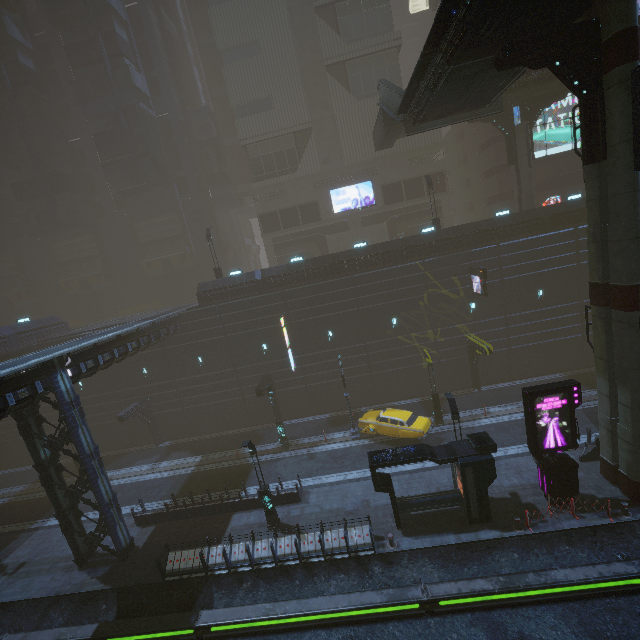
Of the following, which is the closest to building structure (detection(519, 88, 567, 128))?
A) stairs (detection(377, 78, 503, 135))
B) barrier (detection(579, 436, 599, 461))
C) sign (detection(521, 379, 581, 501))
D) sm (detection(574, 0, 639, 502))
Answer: stairs (detection(377, 78, 503, 135))

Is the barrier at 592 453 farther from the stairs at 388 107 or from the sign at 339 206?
Answer: the sign at 339 206

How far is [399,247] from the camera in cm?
2703

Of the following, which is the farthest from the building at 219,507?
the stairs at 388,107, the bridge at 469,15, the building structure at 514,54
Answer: the building structure at 514,54

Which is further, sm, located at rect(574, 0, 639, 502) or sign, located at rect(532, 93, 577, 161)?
sign, located at rect(532, 93, 577, 161)

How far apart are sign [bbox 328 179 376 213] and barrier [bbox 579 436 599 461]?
31.1m

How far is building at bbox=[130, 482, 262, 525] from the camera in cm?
1959

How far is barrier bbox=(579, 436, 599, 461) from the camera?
17.5m
